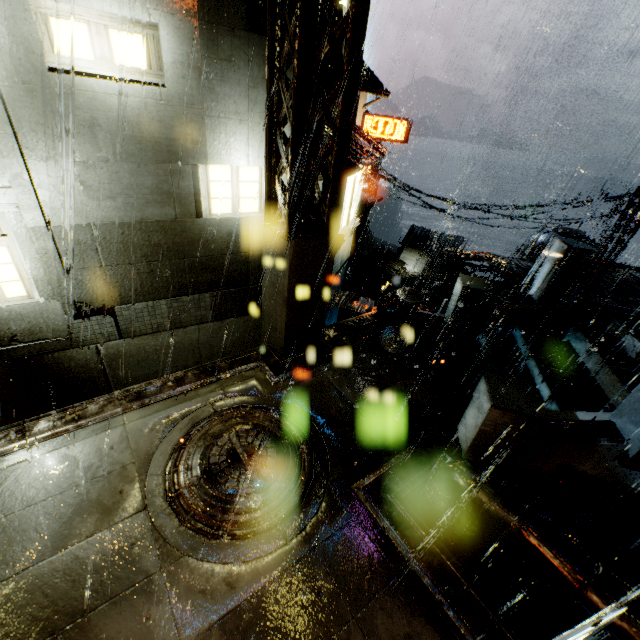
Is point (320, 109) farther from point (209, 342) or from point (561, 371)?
point (561, 371)

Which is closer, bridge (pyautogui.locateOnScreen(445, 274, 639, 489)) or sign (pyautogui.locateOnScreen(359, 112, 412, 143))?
bridge (pyautogui.locateOnScreen(445, 274, 639, 489))

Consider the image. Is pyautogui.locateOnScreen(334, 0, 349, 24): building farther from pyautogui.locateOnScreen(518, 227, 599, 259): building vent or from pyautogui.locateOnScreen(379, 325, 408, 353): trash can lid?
pyautogui.locateOnScreen(379, 325, 408, 353): trash can lid

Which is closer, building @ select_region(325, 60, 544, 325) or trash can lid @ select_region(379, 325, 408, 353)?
trash can lid @ select_region(379, 325, 408, 353)

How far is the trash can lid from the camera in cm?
849

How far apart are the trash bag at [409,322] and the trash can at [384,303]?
0.0m

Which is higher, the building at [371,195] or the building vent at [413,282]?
the building at [371,195]

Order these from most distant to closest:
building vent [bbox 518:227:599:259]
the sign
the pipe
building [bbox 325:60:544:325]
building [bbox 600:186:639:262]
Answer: the sign, building vent [bbox 518:227:599:259], building [bbox 600:186:639:262], building [bbox 325:60:544:325], the pipe
